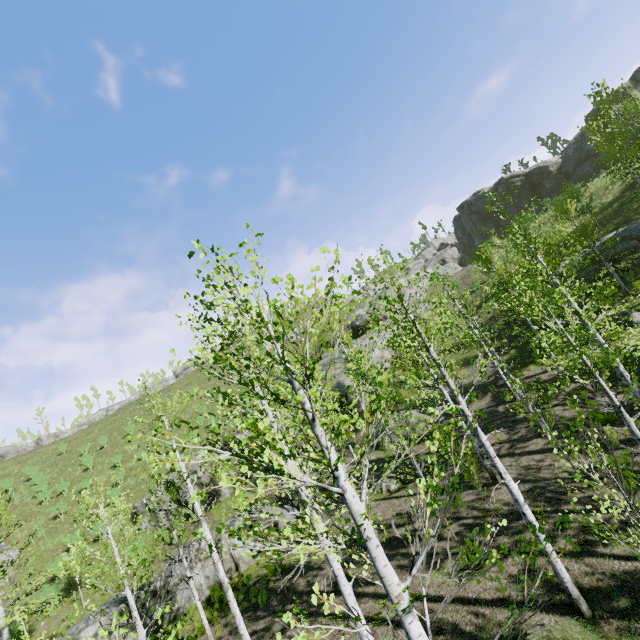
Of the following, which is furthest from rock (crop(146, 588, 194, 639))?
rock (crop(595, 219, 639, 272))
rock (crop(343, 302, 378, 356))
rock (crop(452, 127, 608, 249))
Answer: rock (crop(452, 127, 608, 249))

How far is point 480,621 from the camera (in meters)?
8.30

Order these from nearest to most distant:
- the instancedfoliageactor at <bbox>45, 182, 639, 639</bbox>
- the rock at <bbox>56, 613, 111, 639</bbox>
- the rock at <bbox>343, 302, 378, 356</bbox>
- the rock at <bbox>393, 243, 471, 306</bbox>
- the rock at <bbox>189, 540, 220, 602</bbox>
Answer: the instancedfoliageactor at <bbox>45, 182, 639, 639</bbox>, the rock at <bbox>56, 613, 111, 639</bbox>, the rock at <bbox>189, 540, 220, 602</bbox>, the rock at <bbox>343, 302, 378, 356</bbox>, the rock at <bbox>393, 243, 471, 306</bbox>

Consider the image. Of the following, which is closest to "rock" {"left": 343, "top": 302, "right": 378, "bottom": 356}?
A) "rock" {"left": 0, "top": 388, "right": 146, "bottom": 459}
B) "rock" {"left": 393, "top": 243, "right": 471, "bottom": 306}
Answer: "rock" {"left": 393, "top": 243, "right": 471, "bottom": 306}

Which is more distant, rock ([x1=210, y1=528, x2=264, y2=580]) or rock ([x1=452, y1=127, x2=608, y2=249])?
rock ([x1=452, y1=127, x2=608, y2=249])

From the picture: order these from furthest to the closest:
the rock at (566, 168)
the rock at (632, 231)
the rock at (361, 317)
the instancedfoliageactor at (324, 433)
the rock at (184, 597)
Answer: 1. the rock at (566, 168)
2. the rock at (361, 317)
3. the rock at (632, 231)
4. the rock at (184, 597)
5. the instancedfoliageactor at (324, 433)

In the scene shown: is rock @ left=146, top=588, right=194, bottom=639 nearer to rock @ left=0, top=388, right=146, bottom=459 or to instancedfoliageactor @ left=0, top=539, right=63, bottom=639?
instancedfoliageactor @ left=0, top=539, right=63, bottom=639

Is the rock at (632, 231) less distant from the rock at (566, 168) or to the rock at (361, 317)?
the rock at (361, 317)
